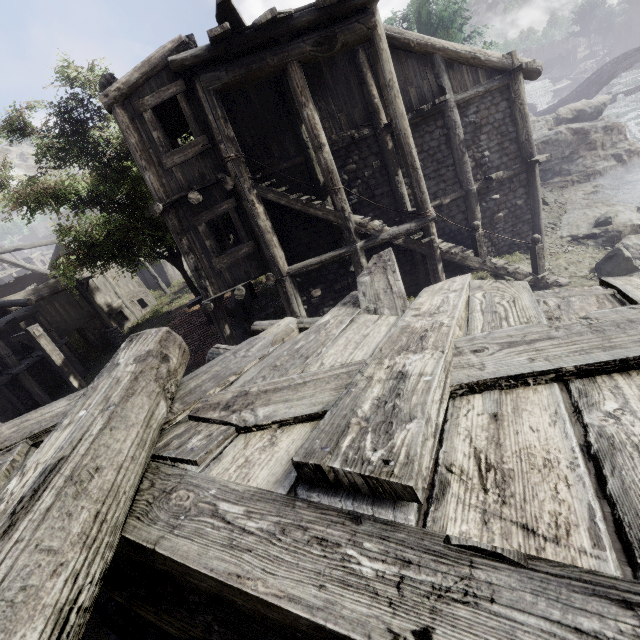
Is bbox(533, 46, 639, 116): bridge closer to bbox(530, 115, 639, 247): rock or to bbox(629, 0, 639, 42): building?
bbox(629, 0, 639, 42): building

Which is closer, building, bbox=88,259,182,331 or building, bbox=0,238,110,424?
building, bbox=0,238,110,424

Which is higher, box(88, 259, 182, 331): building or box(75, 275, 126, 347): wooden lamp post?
box(88, 259, 182, 331): building

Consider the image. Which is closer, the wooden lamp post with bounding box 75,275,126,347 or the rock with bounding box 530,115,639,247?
the rock with bounding box 530,115,639,247

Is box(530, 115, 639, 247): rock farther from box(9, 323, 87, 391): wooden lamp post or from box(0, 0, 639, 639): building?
box(9, 323, 87, 391): wooden lamp post

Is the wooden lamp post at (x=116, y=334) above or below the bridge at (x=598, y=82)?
below

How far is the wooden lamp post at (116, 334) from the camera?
19.9m

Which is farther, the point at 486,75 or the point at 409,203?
the point at 409,203
